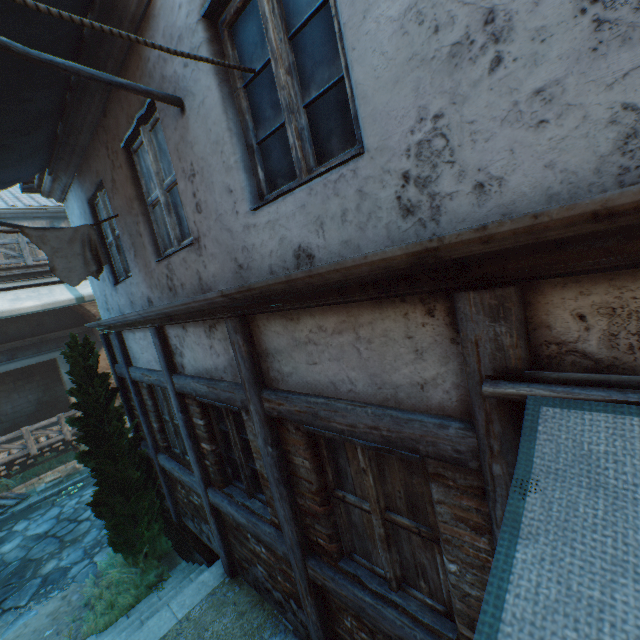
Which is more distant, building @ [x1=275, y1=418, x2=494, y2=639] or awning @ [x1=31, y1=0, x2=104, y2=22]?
awning @ [x1=31, y1=0, x2=104, y2=22]

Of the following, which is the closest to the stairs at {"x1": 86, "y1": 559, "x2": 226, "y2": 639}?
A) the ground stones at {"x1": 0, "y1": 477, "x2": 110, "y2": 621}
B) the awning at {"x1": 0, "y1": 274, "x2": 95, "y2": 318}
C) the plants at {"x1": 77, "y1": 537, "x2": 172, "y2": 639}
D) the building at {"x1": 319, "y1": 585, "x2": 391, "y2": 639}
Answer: the plants at {"x1": 77, "y1": 537, "x2": 172, "y2": 639}

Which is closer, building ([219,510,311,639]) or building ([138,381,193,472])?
building ([219,510,311,639])

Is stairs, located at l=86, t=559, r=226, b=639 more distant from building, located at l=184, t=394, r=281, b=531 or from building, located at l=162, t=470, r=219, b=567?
Answer: building, located at l=184, t=394, r=281, b=531

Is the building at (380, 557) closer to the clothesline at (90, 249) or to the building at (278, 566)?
the building at (278, 566)

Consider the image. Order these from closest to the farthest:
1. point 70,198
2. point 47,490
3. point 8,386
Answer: point 70,198 < point 47,490 < point 8,386

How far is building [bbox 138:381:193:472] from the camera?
5.10m

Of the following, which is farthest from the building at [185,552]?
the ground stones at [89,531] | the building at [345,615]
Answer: the building at [345,615]
